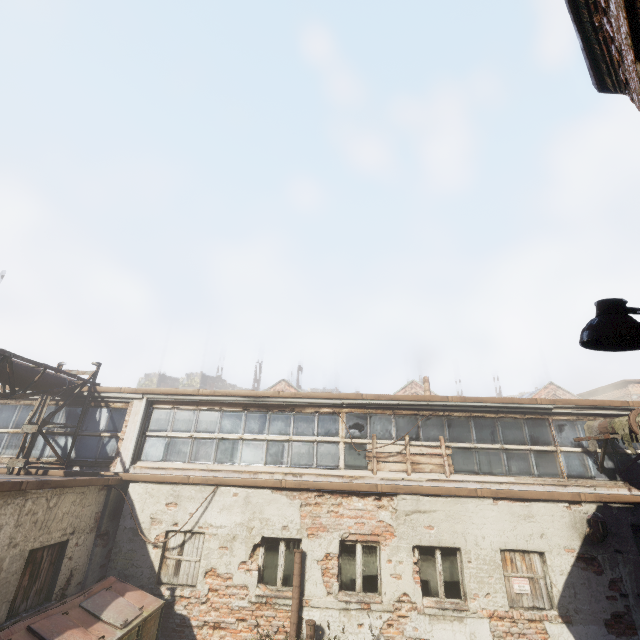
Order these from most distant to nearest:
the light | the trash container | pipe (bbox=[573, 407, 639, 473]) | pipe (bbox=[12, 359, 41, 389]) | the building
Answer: the building, pipe (bbox=[12, 359, 41, 389]), pipe (bbox=[573, 407, 639, 473]), the trash container, the light

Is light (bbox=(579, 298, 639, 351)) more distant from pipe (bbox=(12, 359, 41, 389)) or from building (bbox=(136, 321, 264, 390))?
building (bbox=(136, 321, 264, 390))

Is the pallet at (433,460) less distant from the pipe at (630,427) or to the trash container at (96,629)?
the pipe at (630,427)

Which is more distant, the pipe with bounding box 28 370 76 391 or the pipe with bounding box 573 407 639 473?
the pipe with bounding box 28 370 76 391

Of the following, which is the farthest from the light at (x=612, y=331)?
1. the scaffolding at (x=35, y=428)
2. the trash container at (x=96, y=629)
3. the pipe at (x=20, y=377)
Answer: the scaffolding at (x=35, y=428)

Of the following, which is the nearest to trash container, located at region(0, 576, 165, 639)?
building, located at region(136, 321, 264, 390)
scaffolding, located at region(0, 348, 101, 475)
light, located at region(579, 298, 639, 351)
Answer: scaffolding, located at region(0, 348, 101, 475)

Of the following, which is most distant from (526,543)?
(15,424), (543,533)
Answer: (15,424)

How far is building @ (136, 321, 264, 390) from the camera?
50.88m
